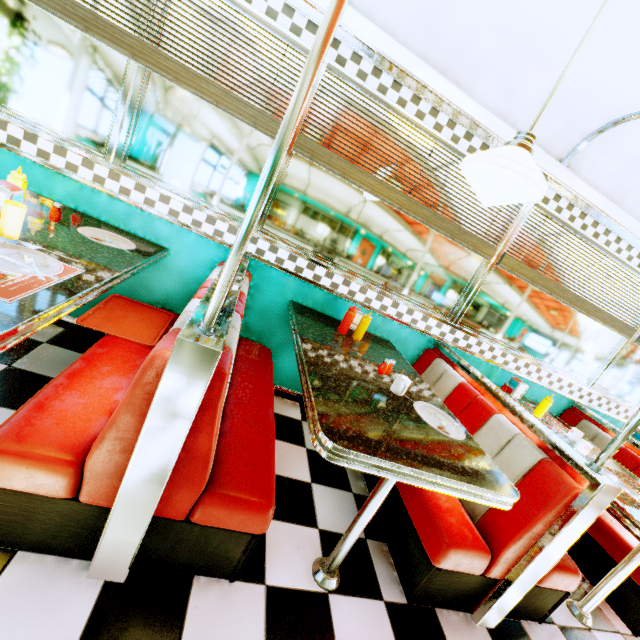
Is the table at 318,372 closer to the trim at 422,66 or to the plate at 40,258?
the plate at 40,258

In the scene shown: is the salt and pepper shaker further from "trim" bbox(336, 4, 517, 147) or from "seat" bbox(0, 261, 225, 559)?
"trim" bbox(336, 4, 517, 147)

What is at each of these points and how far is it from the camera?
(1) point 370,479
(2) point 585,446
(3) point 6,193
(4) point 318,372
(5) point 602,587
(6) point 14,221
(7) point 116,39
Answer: (1) seat, 2.42m
(2) coffee cup, 2.41m
(3) napkin holder, 1.43m
(4) table, 1.62m
(5) table, 2.15m
(6) plastic cup, 1.38m
(7) blinds, 1.92m

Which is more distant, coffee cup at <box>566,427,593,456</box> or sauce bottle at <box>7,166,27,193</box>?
coffee cup at <box>566,427,593,456</box>

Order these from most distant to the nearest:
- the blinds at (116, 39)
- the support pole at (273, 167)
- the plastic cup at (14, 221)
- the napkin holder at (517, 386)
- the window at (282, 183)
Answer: the napkin holder at (517, 386)
the window at (282, 183)
the blinds at (116, 39)
the plastic cup at (14, 221)
the support pole at (273, 167)

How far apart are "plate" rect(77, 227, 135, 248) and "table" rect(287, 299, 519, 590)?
1.10m

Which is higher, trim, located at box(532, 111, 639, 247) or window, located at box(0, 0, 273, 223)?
trim, located at box(532, 111, 639, 247)

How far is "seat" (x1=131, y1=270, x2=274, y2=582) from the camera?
1.2m
